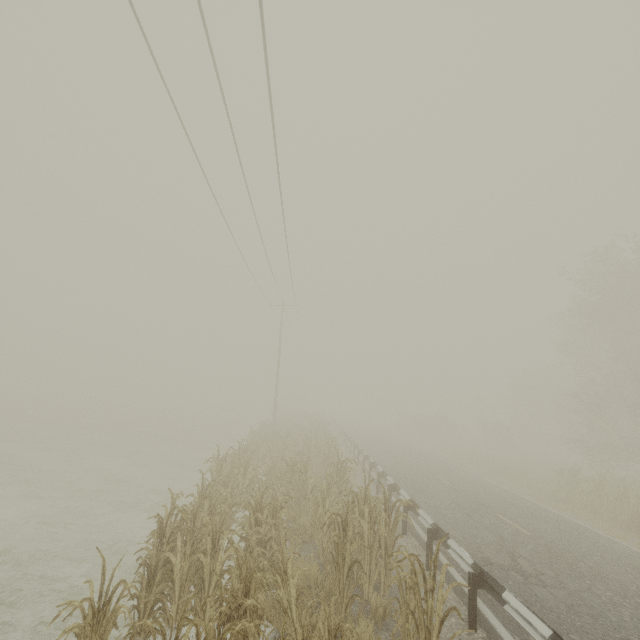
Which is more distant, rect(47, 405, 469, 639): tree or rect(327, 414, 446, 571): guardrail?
rect(327, 414, 446, 571): guardrail

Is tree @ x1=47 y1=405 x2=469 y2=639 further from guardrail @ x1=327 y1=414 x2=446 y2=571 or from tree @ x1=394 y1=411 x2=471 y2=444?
tree @ x1=394 y1=411 x2=471 y2=444

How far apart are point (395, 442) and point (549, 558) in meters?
24.1 m

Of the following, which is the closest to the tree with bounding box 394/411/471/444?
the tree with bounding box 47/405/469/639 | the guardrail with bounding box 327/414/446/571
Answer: the guardrail with bounding box 327/414/446/571

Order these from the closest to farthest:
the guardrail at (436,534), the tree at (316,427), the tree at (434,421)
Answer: the tree at (316,427)
the guardrail at (436,534)
the tree at (434,421)

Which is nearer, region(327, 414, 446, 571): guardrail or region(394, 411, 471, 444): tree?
region(327, 414, 446, 571): guardrail

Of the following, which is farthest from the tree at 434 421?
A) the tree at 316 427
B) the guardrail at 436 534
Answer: the tree at 316 427
